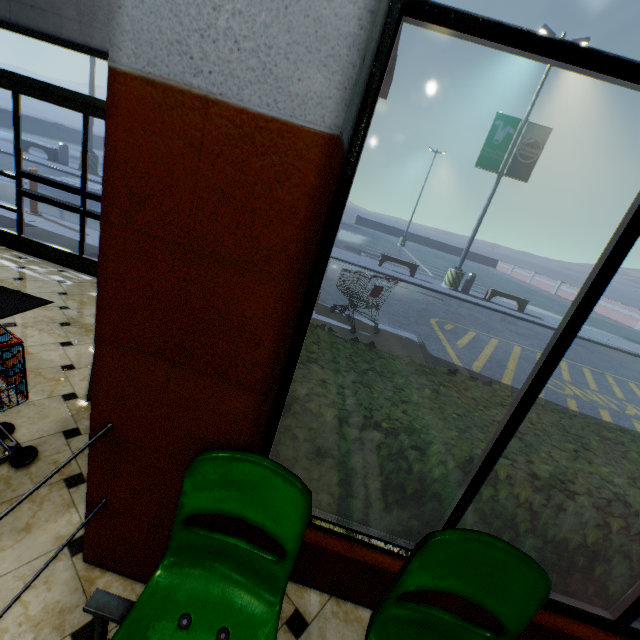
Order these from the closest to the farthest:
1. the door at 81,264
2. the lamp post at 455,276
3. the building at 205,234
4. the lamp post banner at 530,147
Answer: the building at 205,234 → the door at 81,264 → the lamp post banner at 530,147 → the lamp post at 455,276

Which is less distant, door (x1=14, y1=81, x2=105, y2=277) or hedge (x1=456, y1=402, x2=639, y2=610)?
hedge (x1=456, y1=402, x2=639, y2=610)

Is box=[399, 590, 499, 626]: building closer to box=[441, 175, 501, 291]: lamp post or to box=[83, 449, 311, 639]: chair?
box=[83, 449, 311, 639]: chair

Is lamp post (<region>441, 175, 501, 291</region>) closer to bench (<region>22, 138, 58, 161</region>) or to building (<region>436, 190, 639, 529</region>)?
building (<region>436, 190, 639, 529</region>)

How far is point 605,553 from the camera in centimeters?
175cm

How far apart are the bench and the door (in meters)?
14.97

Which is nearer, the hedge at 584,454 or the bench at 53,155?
the hedge at 584,454

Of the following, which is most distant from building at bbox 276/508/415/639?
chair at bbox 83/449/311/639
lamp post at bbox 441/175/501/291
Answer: lamp post at bbox 441/175/501/291
